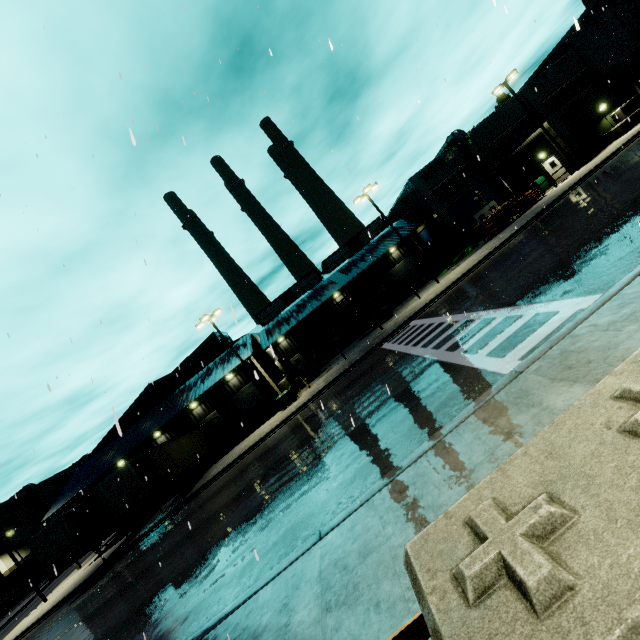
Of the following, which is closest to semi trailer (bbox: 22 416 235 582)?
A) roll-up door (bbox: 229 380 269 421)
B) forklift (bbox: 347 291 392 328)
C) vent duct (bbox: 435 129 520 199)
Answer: roll-up door (bbox: 229 380 269 421)

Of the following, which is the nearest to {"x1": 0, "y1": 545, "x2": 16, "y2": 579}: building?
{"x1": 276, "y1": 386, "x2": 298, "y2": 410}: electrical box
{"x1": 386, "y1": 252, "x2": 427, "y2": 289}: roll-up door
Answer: {"x1": 386, "y1": 252, "x2": 427, "y2": 289}: roll-up door

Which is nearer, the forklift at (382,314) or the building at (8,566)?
the forklift at (382,314)

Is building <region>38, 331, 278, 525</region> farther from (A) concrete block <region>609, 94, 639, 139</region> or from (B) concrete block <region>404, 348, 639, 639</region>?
(B) concrete block <region>404, 348, 639, 639</region>

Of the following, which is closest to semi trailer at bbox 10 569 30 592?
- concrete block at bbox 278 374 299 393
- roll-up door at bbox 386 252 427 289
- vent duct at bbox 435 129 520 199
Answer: concrete block at bbox 278 374 299 393

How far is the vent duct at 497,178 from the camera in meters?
33.9 m

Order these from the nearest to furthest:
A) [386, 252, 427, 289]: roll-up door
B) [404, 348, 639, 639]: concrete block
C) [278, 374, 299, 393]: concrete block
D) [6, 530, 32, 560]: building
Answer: [404, 348, 639, 639]: concrete block → [278, 374, 299, 393]: concrete block → [386, 252, 427, 289]: roll-up door → [6, 530, 32, 560]: building

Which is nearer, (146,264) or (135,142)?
(135,142)
